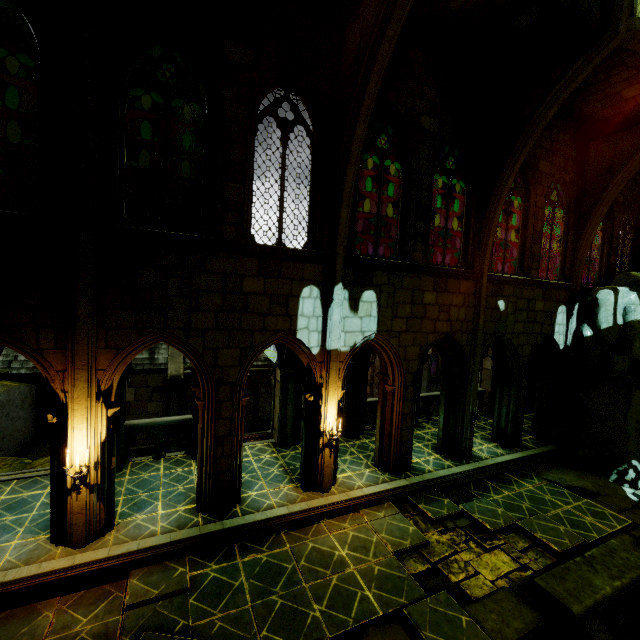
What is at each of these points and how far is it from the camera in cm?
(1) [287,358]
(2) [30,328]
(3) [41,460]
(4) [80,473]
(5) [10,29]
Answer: (1) archway, 1194
(2) building, 646
(3) rock, 1112
(4) candelabra, 685
(5) window, 620

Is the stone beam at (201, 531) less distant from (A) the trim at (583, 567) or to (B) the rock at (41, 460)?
(B) the rock at (41, 460)

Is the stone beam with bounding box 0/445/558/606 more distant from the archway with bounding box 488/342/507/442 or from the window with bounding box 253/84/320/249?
the window with bounding box 253/84/320/249

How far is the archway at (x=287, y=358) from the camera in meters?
11.7

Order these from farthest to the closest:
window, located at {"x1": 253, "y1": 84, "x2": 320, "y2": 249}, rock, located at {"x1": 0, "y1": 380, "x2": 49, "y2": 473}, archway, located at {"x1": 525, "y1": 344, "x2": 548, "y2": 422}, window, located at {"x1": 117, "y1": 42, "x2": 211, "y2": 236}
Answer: archway, located at {"x1": 525, "y1": 344, "x2": 548, "y2": 422} → rock, located at {"x1": 0, "y1": 380, "x2": 49, "y2": 473} → window, located at {"x1": 253, "y1": 84, "x2": 320, "y2": 249} → window, located at {"x1": 117, "y1": 42, "x2": 211, "y2": 236}

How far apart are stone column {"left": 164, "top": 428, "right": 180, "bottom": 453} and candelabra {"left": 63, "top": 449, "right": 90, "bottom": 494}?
12.1m

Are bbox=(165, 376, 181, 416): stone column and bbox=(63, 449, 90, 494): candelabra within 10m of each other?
no

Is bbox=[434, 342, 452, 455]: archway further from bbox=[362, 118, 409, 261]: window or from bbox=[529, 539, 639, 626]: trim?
bbox=[529, 539, 639, 626]: trim
